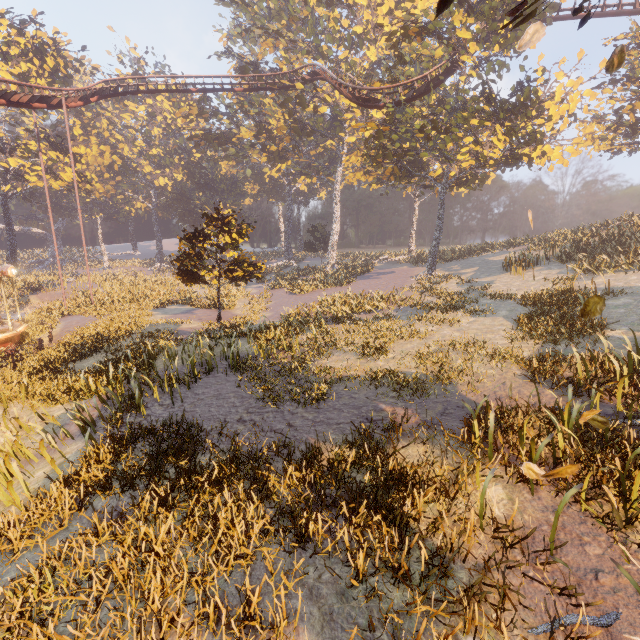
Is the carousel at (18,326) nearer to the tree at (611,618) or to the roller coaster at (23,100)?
the roller coaster at (23,100)

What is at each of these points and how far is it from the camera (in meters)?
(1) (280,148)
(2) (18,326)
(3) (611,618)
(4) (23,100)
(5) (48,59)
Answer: (1) instancedfoliageactor, 41.22
(2) carousel, 20.41
(3) tree, 3.32
(4) roller coaster, 20.86
(5) instancedfoliageactor, 37.72

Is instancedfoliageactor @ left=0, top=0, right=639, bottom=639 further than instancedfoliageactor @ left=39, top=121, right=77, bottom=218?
No

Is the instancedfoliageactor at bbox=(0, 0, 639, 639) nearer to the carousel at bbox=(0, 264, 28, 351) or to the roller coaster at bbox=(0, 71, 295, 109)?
the carousel at bbox=(0, 264, 28, 351)

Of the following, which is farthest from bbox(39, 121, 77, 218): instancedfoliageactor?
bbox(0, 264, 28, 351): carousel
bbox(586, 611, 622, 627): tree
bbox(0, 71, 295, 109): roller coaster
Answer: bbox(586, 611, 622, 627): tree

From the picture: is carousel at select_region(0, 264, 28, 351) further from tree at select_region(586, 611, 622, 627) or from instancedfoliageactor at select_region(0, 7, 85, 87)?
tree at select_region(586, 611, 622, 627)

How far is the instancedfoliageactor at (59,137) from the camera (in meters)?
37.38
